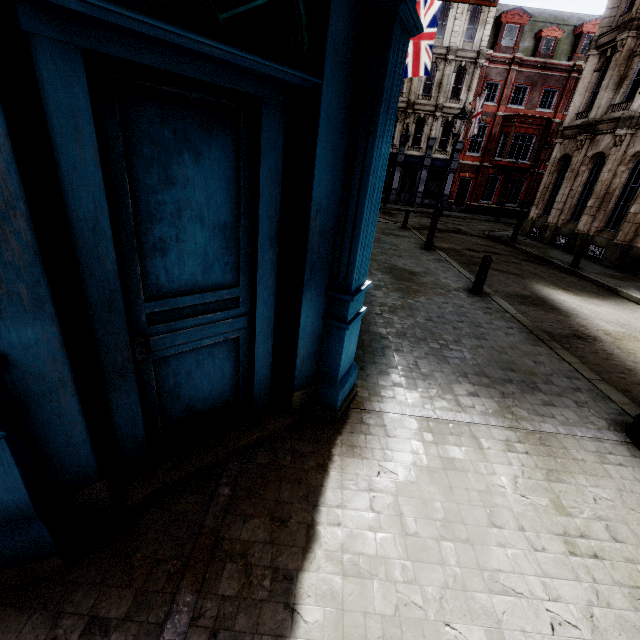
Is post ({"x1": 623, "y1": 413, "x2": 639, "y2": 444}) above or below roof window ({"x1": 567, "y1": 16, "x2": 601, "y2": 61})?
below

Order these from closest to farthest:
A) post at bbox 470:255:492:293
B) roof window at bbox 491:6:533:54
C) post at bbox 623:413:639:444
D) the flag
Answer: post at bbox 623:413:639:444 < post at bbox 470:255:492:293 < the flag < roof window at bbox 491:6:533:54

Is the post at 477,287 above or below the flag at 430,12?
below

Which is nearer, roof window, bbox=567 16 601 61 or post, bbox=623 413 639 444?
post, bbox=623 413 639 444

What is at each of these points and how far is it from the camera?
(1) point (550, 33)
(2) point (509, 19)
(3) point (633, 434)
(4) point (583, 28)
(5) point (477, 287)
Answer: (1) roof window, 26.4m
(2) roof window, 26.2m
(3) post, 3.7m
(4) roof window, 26.2m
(5) post, 8.1m

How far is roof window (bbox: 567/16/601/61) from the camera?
26.05m

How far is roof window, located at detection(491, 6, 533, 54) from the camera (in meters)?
26.00

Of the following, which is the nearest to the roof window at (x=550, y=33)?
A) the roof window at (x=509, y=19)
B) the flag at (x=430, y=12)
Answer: the roof window at (x=509, y=19)
